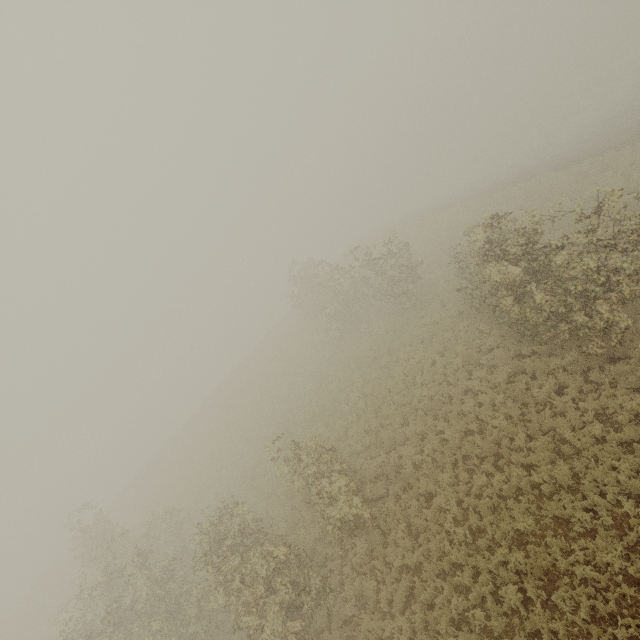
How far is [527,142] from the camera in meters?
31.5 m
